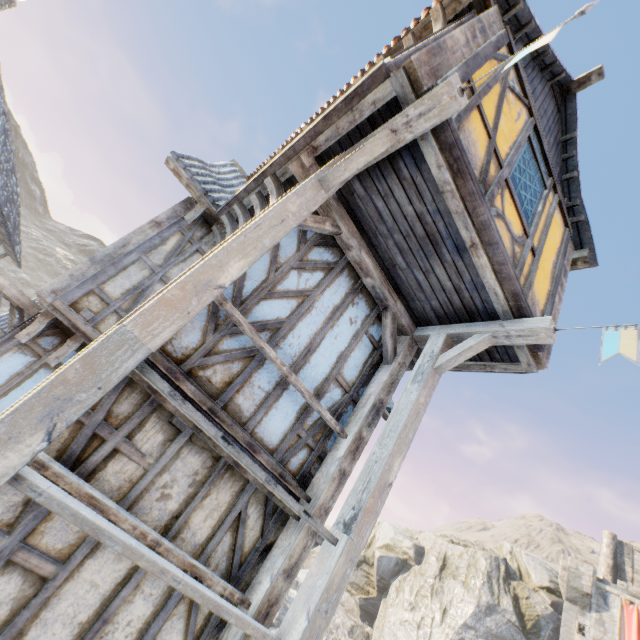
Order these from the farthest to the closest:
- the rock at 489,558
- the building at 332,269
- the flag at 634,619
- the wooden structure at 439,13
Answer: the rock at 489,558, the flag at 634,619, the wooden structure at 439,13, the building at 332,269

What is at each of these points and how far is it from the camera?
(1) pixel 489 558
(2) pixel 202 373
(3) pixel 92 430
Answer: (1) rock, 28.61m
(2) building, 3.27m
(3) building, 2.63m

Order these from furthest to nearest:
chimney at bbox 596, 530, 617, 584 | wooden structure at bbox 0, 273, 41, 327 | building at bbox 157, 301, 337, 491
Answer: chimney at bbox 596, 530, 617, 584
wooden structure at bbox 0, 273, 41, 327
building at bbox 157, 301, 337, 491

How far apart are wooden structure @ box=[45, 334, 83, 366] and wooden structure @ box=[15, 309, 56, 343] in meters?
0.4 m

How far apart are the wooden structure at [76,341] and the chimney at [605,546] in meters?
40.8

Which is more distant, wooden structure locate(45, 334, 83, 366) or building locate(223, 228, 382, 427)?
wooden structure locate(45, 334, 83, 366)

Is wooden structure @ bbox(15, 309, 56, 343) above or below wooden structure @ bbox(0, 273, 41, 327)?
below

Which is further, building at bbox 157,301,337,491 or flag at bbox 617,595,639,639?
flag at bbox 617,595,639,639
